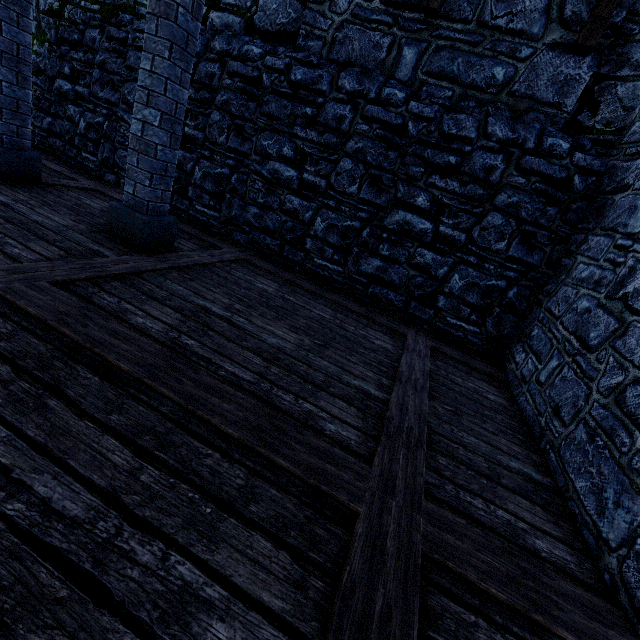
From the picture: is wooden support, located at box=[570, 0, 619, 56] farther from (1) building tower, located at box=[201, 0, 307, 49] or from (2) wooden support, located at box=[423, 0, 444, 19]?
(2) wooden support, located at box=[423, 0, 444, 19]

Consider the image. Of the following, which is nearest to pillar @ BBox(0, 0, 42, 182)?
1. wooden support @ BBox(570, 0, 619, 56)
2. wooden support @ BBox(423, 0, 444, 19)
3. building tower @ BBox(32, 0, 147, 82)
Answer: building tower @ BBox(32, 0, 147, 82)

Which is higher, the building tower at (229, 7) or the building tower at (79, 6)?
the building tower at (229, 7)

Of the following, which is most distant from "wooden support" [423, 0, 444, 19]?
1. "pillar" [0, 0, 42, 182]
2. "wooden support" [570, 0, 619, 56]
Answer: "pillar" [0, 0, 42, 182]

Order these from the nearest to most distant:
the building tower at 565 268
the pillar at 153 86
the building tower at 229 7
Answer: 1. the building tower at 565 268
2. the pillar at 153 86
3. the building tower at 229 7

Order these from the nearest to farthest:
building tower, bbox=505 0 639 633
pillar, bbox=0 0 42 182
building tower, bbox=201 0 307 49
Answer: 1. building tower, bbox=505 0 639 633
2. pillar, bbox=0 0 42 182
3. building tower, bbox=201 0 307 49

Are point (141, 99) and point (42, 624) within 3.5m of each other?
no

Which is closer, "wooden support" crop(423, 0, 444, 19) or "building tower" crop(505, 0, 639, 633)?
"building tower" crop(505, 0, 639, 633)
